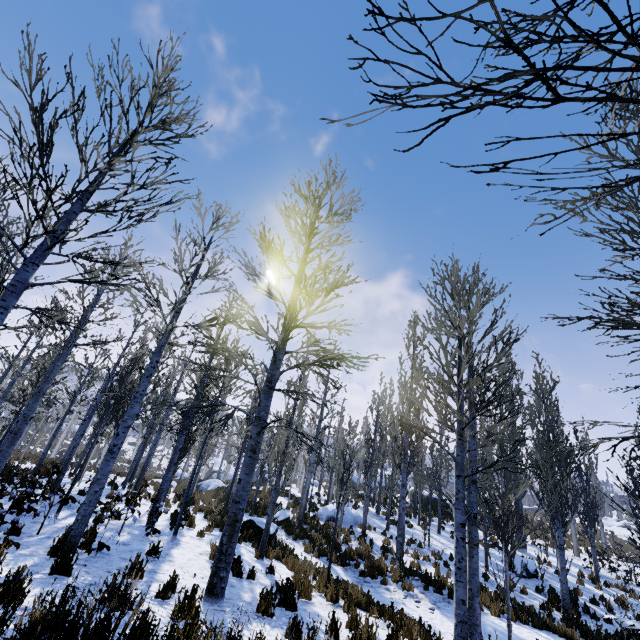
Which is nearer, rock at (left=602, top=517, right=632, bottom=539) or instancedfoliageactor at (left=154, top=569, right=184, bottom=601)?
instancedfoliageactor at (left=154, top=569, right=184, bottom=601)

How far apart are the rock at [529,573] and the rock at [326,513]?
7.8 meters

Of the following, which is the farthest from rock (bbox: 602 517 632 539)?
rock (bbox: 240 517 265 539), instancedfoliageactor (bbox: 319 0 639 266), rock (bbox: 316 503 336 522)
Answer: rock (bbox: 240 517 265 539)

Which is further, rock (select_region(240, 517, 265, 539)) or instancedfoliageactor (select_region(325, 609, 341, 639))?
rock (select_region(240, 517, 265, 539))

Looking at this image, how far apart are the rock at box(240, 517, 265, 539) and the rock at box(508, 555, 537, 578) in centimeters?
1175cm

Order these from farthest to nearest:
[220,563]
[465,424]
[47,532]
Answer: [47,532]
[220,563]
[465,424]

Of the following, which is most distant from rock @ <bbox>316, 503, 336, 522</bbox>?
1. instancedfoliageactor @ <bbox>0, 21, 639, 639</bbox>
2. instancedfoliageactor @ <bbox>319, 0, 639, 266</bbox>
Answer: instancedfoliageactor @ <bbox>0, 21, 639, 639</bbox>

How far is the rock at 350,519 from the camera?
19.6 meters
